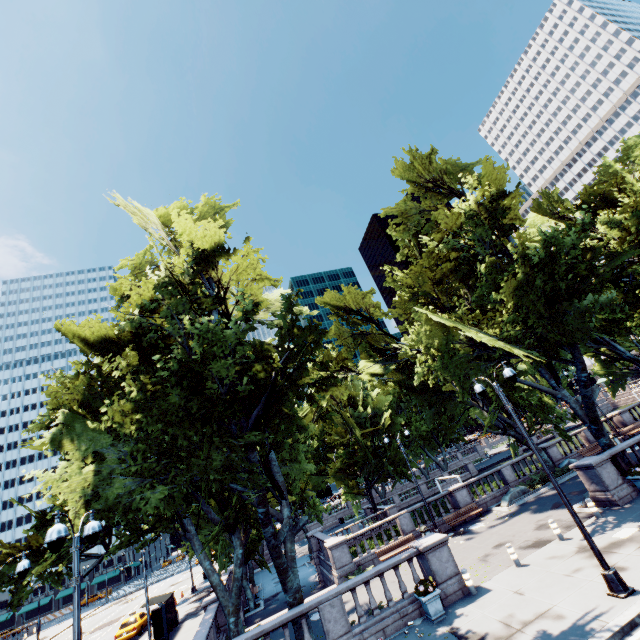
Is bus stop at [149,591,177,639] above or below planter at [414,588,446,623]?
above

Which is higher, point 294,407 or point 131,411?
point 131,411

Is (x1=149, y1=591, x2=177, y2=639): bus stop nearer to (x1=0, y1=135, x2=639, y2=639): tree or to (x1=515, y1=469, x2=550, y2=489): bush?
(x1=0, y1=135, x2=639, y2=639): tree

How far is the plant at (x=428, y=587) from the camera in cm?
1248

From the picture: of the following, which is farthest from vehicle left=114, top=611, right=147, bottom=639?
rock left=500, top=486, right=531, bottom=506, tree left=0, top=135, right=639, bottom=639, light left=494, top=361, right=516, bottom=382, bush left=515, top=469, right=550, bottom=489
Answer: bush left=515, top=469, right=550, bottom=489

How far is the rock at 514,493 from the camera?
23.5m

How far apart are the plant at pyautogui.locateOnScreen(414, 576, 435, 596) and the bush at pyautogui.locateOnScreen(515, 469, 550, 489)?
16.44m

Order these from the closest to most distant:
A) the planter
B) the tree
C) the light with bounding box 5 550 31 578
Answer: the light with bounding box 5 550 31 578 < the planter < the tree
